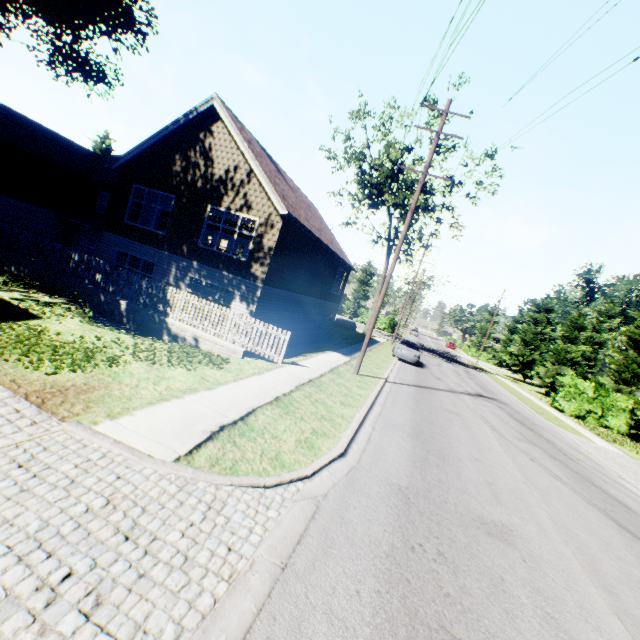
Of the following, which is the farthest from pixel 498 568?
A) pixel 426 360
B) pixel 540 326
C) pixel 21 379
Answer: pixel 540 326

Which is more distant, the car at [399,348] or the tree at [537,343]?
the tree at [537,343]

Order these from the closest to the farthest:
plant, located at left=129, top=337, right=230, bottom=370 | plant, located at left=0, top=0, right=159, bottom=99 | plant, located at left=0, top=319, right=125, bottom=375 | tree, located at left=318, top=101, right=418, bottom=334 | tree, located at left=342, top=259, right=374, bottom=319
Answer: plant, located at left=0, top=319, right=125, bottom=375, plant, located at left=129, top=337, right=230, bottom=370, plant, located at left=0, top=0, right=159, bottom=99, tree, located at left=318, top=101, right=418, bottom=334, tree, located at left=342, top=259, right=374, bottom=319

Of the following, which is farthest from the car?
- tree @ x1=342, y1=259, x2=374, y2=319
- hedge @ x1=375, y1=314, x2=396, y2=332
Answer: tree @ x1=342, y1=259, x2=374, y2=319

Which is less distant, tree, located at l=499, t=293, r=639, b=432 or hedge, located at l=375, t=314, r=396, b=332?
tree, located at l=499, t=293, r=639, b=432

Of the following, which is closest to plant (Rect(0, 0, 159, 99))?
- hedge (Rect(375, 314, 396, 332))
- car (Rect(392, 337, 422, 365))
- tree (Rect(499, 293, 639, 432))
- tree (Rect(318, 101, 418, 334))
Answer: tree (Rect(318, 101, 418, 334))

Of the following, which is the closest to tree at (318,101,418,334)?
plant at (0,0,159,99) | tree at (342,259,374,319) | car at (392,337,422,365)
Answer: plant at (0,0,159,99)

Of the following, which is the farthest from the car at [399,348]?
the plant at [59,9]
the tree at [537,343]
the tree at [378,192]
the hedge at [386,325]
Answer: the tree at [378,192]
